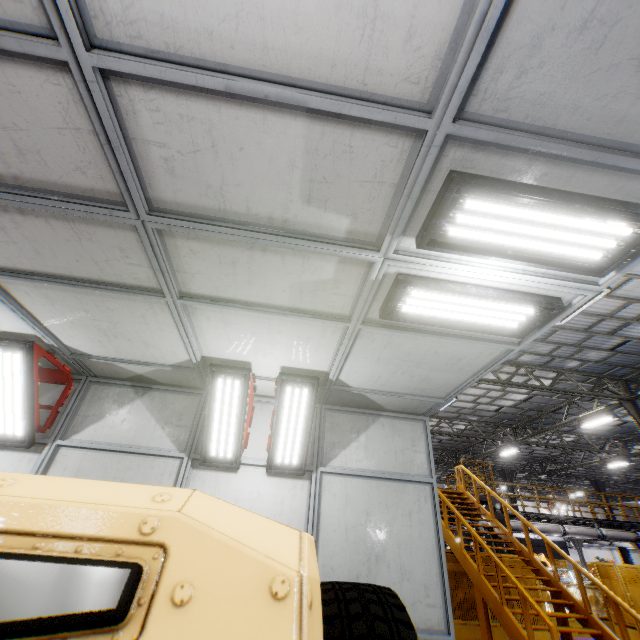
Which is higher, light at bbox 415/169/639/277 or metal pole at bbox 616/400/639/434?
metal pole at bbox 616/400/639/434

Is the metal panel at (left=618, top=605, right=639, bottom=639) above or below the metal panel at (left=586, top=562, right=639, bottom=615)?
below

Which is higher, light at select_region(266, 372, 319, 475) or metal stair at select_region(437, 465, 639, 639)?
light at select_region(266, 372, 319, 475)

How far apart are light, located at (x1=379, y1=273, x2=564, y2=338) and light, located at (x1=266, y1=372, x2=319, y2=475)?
1.73m

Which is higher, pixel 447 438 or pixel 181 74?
pixel 447 438

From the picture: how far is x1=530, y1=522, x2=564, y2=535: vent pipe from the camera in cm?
1598

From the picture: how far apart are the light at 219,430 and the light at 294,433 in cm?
32

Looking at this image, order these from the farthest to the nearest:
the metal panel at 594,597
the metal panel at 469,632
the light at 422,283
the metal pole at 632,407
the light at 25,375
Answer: the metal pole at 632,407 < the metal panel at 594,597 < the metal panel at 469,632 < the light at 25,375 < the light at 422,283
